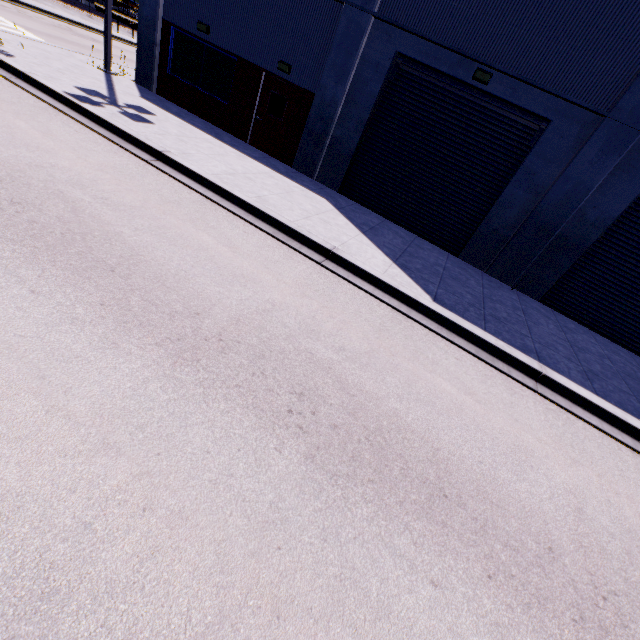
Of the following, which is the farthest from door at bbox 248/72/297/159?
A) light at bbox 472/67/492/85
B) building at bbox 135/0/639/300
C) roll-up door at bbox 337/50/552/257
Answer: light at bbox 472/67/492/85

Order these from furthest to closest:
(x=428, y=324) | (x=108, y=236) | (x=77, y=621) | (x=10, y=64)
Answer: (x=10, y=64) < (x=428, y=324) < (x=108, y=236) < (x=77, y=621)

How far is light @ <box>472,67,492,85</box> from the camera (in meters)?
8.95

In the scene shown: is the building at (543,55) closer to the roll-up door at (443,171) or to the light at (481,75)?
the roll-up door at (443,171)

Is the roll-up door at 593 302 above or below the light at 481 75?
below

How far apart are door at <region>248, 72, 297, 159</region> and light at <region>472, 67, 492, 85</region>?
5.7m

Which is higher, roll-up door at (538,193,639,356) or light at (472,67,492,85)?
light at (472,67,492,85)

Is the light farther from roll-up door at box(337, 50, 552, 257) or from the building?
the building
